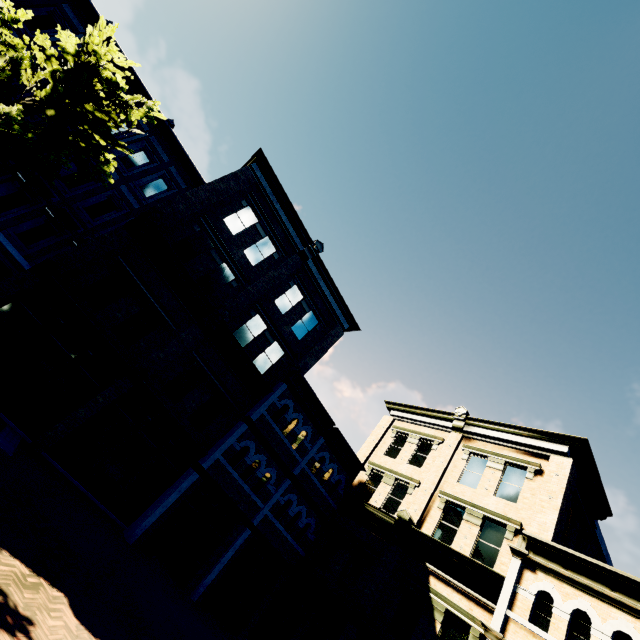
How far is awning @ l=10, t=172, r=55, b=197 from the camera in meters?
13.8 m

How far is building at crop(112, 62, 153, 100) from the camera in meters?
17.0

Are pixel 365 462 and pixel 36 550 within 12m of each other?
no

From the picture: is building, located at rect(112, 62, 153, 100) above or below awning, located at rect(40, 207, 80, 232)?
above

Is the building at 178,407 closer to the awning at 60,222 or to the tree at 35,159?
the awning at 60,222

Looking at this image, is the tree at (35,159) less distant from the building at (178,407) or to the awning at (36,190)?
the building at (178,407)

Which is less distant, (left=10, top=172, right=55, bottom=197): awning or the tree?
the tree

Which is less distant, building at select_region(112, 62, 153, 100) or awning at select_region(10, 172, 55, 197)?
awning at select_region(10, 172, 55, 197)
